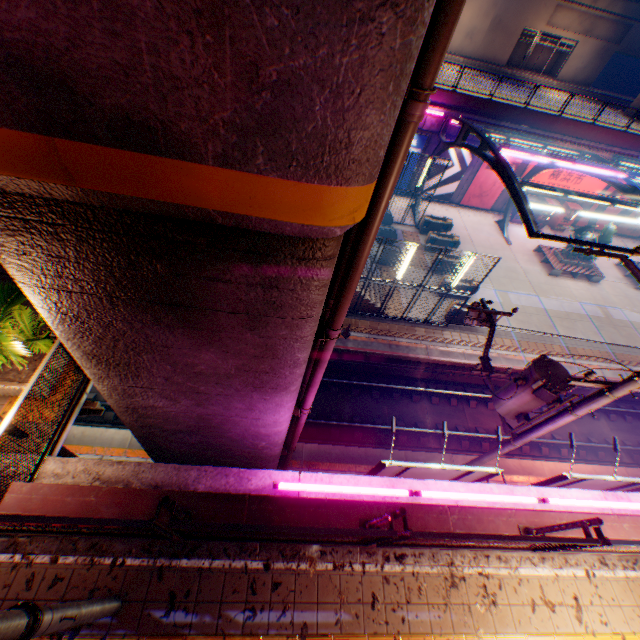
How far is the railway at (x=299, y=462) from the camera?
11.69m

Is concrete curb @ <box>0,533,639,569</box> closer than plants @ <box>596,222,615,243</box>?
Yes

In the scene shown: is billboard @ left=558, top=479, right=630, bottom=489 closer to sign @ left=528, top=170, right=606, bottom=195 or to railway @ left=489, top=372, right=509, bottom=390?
railway @ left=489, top=372, right=509, bottom=390

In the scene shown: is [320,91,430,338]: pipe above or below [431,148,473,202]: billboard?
above

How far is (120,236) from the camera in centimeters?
254cm

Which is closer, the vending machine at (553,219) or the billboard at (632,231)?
the vending machine at (553,219)

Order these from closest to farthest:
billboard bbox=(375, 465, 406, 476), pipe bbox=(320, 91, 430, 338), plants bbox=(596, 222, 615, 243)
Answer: pipe bbox=(320, 91, 430, 338)
billboard bbox=(375, 465, 406, 476)
plants bbox=(596, 222, 615, 243)

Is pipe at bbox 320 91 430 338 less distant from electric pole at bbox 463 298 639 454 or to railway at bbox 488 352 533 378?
electric pole at bbox 463 298 639 454
